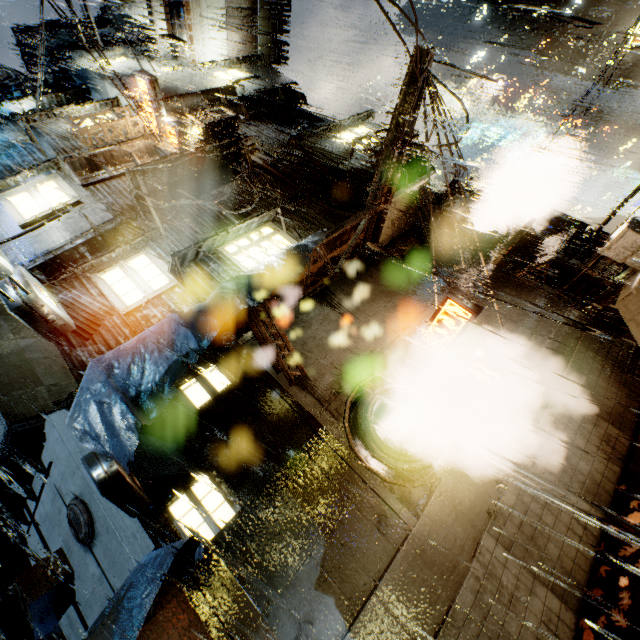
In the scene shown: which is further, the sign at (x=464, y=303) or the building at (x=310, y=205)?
the sign at (x=464, y=303)

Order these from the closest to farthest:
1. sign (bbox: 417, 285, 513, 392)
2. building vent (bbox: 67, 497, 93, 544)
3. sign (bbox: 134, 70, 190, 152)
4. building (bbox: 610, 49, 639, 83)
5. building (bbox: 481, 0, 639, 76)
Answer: building vent (bbox: 67, 497, 93, 544), sign (bbox: 417, 285, 513, 392), sign (bbox: 134, 70, 190, 152), building (bbox: 481, 0, 639, 76), building (bbox: 610, 49, 639, 83)

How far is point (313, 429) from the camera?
7.15m

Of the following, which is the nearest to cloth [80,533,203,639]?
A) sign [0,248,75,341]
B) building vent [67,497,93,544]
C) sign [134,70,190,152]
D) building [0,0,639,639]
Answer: building [0,0,639,639]

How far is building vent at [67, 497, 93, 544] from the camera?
6.4 meters

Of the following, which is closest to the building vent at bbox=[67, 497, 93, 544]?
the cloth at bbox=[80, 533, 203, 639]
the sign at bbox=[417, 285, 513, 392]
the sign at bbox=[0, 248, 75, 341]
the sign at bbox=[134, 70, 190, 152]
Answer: the cloth at bbox=[80, 533, 203, 639]

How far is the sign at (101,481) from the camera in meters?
4.4 m

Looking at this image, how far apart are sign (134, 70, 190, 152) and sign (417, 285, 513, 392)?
11.75m
